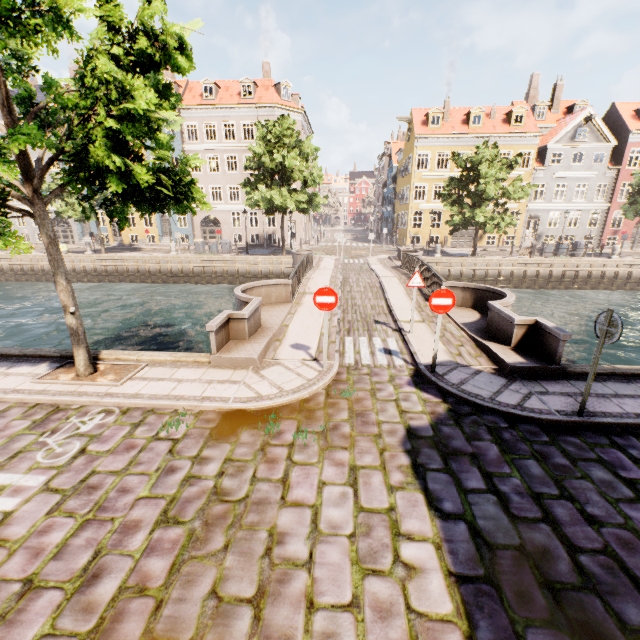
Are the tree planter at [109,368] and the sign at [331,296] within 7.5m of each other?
yes

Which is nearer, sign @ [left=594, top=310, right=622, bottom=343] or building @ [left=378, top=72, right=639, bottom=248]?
sign @ [left=594, top=310, right=622, bottom=343]

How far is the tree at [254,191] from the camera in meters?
23.2 m

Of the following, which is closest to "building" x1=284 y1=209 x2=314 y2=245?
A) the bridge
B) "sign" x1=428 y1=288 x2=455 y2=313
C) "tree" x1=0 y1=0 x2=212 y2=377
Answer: "tree" x1=0 y1=0 x2=212 y2=377

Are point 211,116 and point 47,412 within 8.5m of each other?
no

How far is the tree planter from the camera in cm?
678

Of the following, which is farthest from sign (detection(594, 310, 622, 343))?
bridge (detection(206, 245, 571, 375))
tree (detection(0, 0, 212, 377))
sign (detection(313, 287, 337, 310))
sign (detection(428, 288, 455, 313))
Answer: tree (detection(0, 0, 212, 377))
